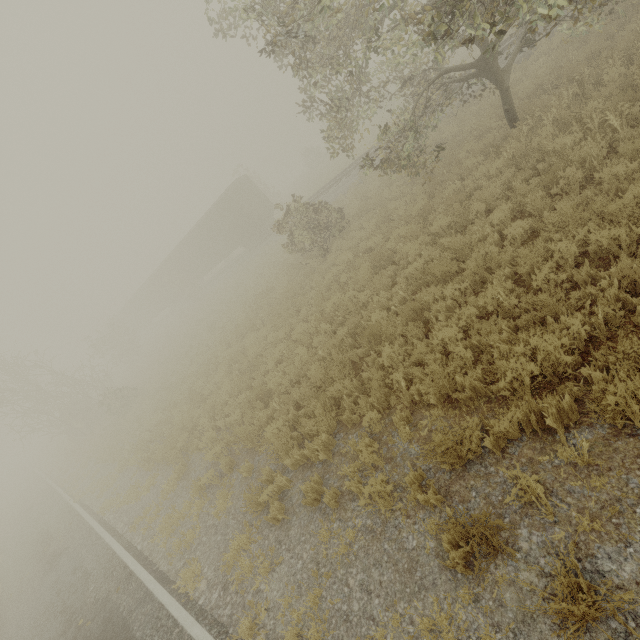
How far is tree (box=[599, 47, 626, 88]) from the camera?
7.3m

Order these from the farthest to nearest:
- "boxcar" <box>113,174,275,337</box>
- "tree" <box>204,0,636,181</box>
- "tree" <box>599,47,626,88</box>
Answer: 1. "boxcar" <box>113,174,275,337</box>
2. "tree" <box>599,47,626,88</box>
3. "tree" <box>204,0,636,181</box>

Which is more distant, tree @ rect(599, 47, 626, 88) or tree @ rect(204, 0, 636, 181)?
tree @ rect(599, 47, 626, 88)

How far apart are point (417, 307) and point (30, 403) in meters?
30.8

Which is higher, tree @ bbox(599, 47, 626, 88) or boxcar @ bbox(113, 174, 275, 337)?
boxcar @ bbox(113, 174, 275, 337)

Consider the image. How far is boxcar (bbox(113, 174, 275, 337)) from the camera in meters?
26.0 m

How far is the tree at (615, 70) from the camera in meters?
7.3 m

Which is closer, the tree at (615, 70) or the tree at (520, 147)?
the tree at (520, 147)
